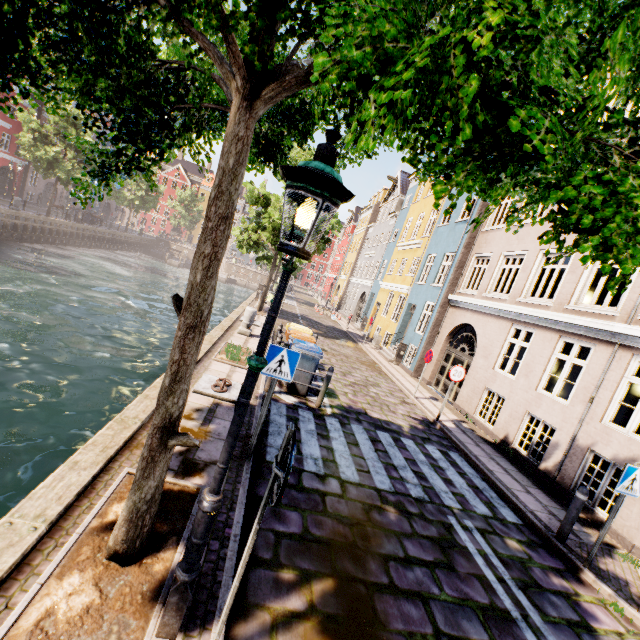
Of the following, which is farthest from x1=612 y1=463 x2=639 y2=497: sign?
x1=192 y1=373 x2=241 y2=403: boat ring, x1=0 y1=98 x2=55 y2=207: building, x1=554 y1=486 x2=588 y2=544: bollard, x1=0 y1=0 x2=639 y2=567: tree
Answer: x1=0 y1=98 x2=55 y2=207: building

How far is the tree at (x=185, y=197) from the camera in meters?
57.8 m

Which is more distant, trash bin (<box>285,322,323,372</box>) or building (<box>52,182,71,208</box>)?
building (<box>52,182,71,208</box>)

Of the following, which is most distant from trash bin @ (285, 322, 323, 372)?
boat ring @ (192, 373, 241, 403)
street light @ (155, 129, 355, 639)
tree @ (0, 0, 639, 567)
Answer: tree @ (0, 0, 639, 567)

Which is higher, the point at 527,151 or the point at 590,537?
the point at 527,151

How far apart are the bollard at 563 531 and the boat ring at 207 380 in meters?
6.5

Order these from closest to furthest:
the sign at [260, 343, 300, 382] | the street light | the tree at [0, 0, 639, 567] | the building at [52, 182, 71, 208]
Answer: the tree at [0, 0, 639, 567] < the street light < the sign at [260, 343, 300, 382] < the building at [52, 182, 71, 208]

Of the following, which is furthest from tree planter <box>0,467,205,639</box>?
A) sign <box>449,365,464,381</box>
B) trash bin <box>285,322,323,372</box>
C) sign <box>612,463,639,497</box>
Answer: sign <box>449,365,464,381</box>
